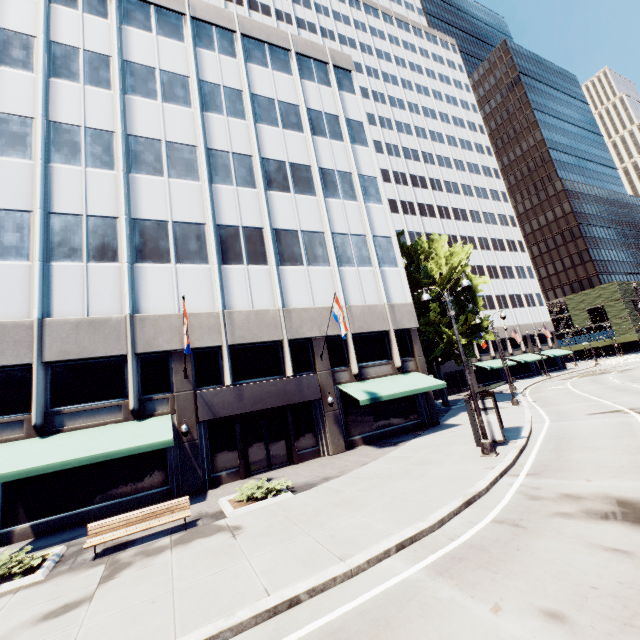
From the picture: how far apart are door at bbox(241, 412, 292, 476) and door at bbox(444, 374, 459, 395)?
33.3 meters

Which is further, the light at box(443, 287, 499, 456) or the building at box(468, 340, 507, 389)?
the building at box(468, 340, 507, 389)

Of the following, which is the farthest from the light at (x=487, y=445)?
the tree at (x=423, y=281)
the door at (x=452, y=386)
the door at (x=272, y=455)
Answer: the door at (x=452, y=386)

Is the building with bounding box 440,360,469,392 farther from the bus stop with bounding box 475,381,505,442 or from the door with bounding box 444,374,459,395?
the bus stop with bounding box 475,381,505,442

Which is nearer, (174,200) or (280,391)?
(280,391)

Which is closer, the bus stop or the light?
the light

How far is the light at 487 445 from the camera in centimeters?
1277cm

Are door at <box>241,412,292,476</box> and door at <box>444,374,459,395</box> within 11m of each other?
no
